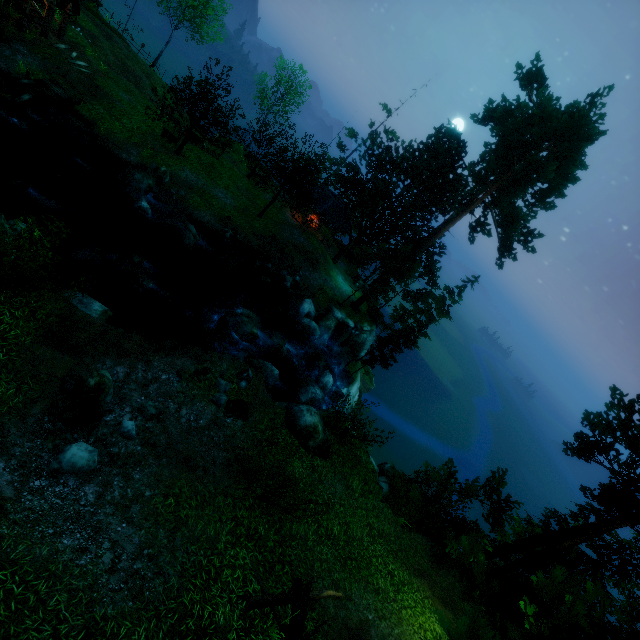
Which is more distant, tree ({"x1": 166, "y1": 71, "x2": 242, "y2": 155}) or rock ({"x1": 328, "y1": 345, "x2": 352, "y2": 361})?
rock ({"x1": 328, "y1": 345, "x2": 352, "y2": 361})

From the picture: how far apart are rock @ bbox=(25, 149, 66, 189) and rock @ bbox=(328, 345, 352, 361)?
21.1 meters

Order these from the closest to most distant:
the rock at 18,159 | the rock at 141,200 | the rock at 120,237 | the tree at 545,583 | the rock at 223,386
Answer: the tree at 545,583 → the rock at 223,386 → the rock at 18,159 → the rock at 120,237 → the rock at 141,200

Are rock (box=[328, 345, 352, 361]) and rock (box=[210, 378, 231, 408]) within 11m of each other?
no

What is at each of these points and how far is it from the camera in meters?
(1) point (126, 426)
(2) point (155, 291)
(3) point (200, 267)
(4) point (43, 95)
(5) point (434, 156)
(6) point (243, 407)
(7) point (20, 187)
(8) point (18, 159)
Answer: (1) rock, 9.4 m
(2) rock, 16.4 m
(3) rock, 21.2 m
(4) wooden platform, 18.9 m
(5) tree, 26.3 m
(6) rock, 12.3 m
(7) rock, 14.2 m
(8) rock, 16.8 m

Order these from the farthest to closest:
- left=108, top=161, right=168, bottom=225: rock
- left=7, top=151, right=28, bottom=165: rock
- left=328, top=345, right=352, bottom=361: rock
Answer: left=328, top=345, right=352, bottom=361: rock
left=108, top=161, right=168, bottom=225: rock
left=7, top=151, right=28, bottom=165: rock

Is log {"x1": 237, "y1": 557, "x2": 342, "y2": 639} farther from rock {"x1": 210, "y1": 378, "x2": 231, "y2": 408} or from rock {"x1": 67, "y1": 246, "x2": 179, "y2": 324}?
rock {"x1": 67, "y1": 246, "x2": 179, "y2": 324}

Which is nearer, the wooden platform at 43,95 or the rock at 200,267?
the wooden platform at 43,95
